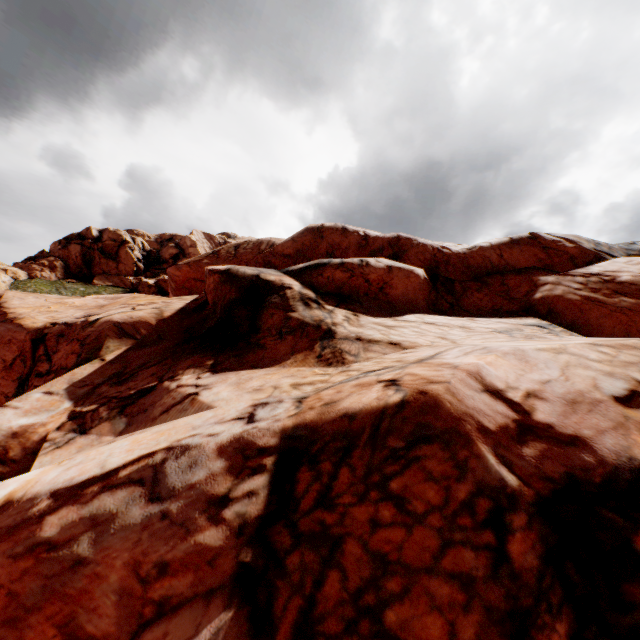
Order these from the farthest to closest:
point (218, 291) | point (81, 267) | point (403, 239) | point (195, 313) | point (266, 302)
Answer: point (81, 267)
point (403, 239)
point (195, 313)
point (218, 291)
point (266, 302)
